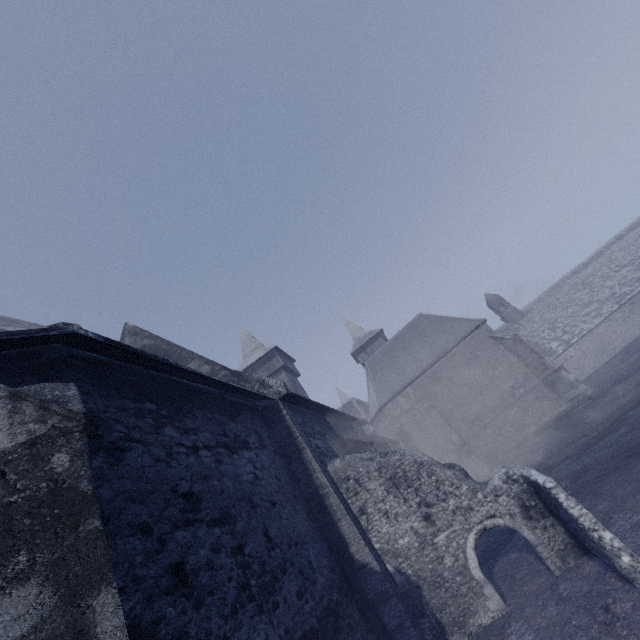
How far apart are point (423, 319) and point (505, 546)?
19.78m
